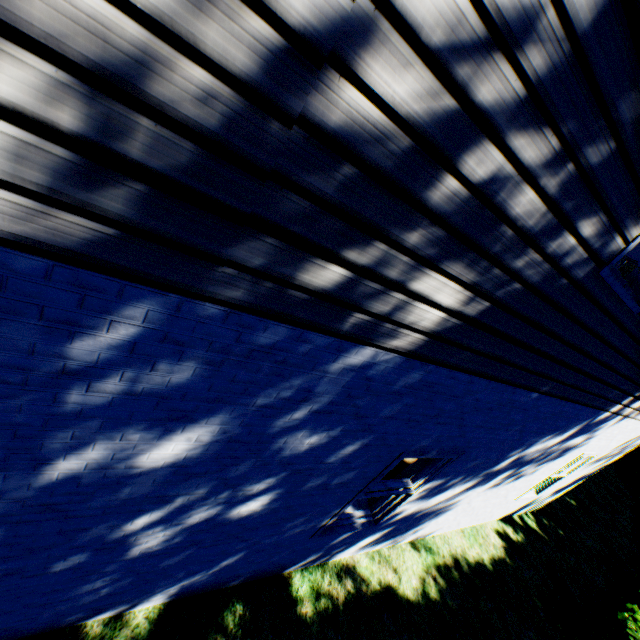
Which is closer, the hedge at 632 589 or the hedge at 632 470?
the hedge at 632 589

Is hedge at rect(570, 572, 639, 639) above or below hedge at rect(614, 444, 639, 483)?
above

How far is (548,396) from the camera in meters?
3.1

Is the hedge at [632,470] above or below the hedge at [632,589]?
below

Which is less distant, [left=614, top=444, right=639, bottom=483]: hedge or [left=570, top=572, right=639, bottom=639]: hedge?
[left=570, top=572, right=639, bottom=639]: hedge
